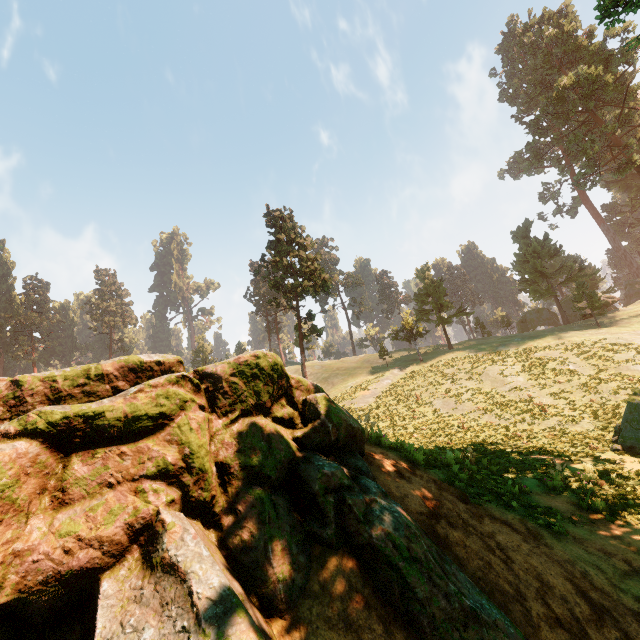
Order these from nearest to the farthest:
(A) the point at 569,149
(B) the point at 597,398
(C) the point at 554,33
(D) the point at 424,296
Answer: (B) the point at 597,398 < (A) the point at 569,149 < (C) the point at 554,33 < (D) the point at 424,296

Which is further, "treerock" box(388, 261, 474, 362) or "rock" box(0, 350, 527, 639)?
"treerock" box(388, 261, 474, 362)

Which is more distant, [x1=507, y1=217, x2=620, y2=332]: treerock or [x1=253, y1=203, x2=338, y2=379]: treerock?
[x1=507, y1=217, x2=620, y2=332]: treerock

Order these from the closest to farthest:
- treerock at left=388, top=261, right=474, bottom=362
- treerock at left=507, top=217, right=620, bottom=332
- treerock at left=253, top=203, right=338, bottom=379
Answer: treerock at left=253, top=203, right=338, bottom=379
treerock at left=507, top=217, right=620, bottom=332
treerock at left=388, top=261, right=474, bottom=362

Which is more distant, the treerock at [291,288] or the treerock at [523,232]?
the treerock at [523,232]

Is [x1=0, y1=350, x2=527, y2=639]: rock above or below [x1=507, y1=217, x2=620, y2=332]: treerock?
below
